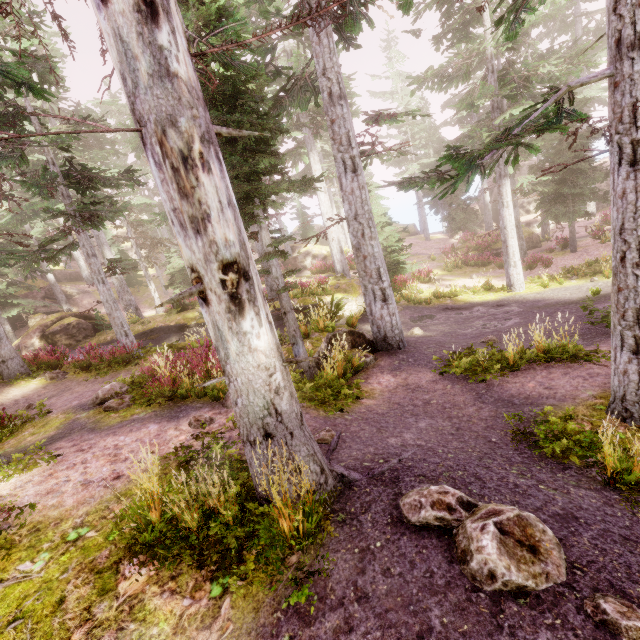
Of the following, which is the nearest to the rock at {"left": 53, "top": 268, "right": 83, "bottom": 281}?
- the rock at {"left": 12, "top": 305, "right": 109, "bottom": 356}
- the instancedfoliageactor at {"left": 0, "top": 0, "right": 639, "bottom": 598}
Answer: the instancedfoliageactor at {"left": 0, "top": 0, "right": 639, "bottom": 598}

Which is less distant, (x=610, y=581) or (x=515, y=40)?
(x=610, y=581)

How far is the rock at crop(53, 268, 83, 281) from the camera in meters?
35.5

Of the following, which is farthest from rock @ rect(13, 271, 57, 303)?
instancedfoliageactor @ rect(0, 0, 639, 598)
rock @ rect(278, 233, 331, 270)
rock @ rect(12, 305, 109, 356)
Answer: rock @ rect(278, 233, 331, 270)

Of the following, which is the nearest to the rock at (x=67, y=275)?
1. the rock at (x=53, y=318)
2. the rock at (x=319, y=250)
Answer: the rock at (x=53, y=318)

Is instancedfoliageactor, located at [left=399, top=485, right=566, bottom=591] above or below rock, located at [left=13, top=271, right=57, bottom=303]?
below

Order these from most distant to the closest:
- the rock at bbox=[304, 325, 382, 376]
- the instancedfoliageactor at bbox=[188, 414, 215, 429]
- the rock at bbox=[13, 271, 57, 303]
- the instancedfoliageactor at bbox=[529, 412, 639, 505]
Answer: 1. the rock at bbox=[13, 271, 57, 303]
2. the rock at bbox=[304, 325, 382, 376]
3. the instancedfoliageactor at bbox=[188, 414, 215, 429]
4. the instancedfoliageactor at bbox=[529, 412, 639, 505]

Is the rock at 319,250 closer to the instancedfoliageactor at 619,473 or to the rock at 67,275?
the instancedfoliageactor at 619,473
